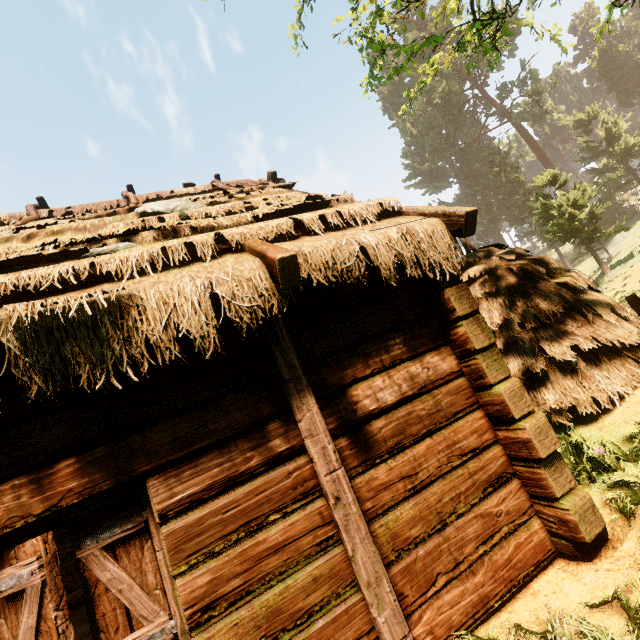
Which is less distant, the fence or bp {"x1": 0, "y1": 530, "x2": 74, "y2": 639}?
bp {"x1": 0, "y1": 530, "x2": 74, "y2": 639}

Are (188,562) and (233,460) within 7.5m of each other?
yes

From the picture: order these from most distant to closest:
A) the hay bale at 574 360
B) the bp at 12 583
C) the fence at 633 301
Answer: the fence at 633 301 → the hay bale at 574 360 → the bp at 12 583

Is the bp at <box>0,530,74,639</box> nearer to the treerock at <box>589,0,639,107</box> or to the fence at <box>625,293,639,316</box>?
the treerock at <box>589,0,639,107</box>

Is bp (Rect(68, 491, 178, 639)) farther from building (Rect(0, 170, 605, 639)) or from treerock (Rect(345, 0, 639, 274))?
treerock (Rect(345, 0, 639, 274))

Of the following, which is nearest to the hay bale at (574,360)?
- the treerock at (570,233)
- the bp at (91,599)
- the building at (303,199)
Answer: the building at (303,199)

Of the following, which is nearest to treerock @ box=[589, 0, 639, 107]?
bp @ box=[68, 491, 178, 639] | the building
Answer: the building

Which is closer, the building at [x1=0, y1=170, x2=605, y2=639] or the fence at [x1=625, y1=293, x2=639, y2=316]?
the building at [x1=0, y1=170, x2=605, y2=639]
